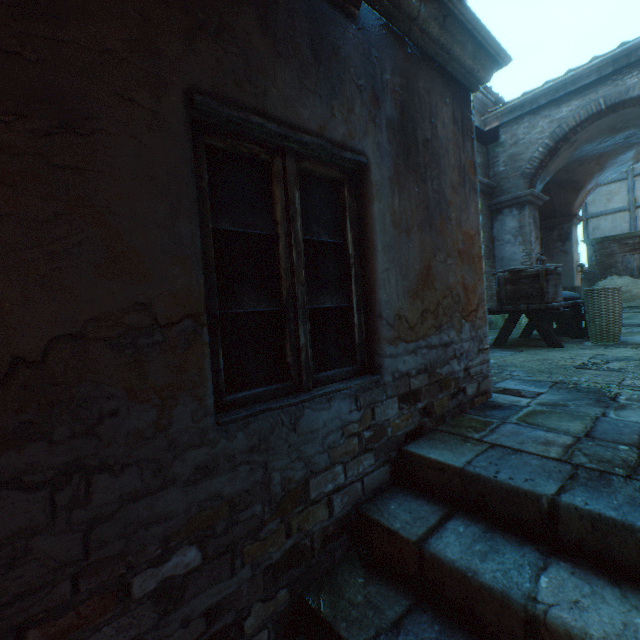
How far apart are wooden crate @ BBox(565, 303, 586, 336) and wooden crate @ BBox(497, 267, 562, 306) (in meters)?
1.47

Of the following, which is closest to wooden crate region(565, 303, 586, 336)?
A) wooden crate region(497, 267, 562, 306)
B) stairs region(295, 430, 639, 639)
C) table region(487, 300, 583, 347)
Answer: table region(487, 300, 583, 347)

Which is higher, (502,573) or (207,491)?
(207,491)

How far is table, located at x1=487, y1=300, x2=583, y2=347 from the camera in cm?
527

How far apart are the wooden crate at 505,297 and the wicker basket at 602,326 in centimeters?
42cm

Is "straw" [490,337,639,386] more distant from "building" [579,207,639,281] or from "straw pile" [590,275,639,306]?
"straw pile" [590,275,639,306]

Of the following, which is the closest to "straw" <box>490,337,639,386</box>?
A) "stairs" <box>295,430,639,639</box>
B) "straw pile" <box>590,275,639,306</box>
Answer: "stairs" <box>295,430,639,639</box>

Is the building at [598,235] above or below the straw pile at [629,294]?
above
